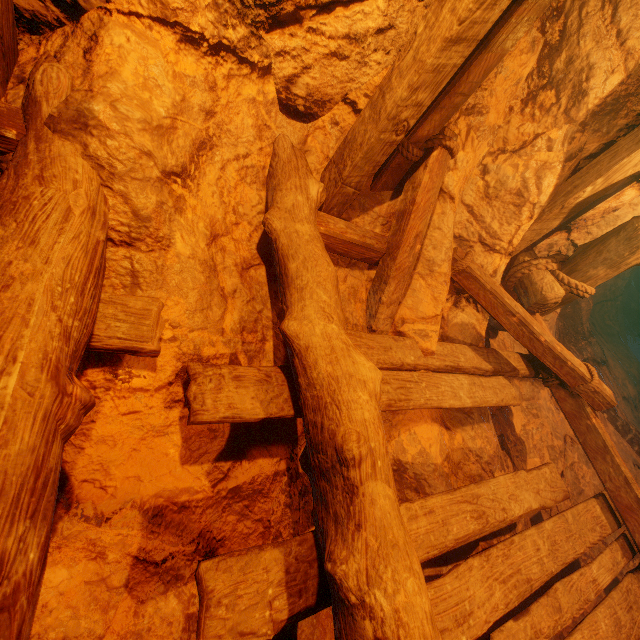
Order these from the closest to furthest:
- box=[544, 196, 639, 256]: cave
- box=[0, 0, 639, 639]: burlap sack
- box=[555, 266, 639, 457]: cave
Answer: box=[0, 0, 639, 639]: burlap sack < box=[544, 196, 639, 256]: cave < box=[555, 266, 639, 457]: cave

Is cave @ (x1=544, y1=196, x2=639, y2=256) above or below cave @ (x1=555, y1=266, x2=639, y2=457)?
above

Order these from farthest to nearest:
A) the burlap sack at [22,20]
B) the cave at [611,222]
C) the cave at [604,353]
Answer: the cave at [604,353] → the cave at [611,222] → the burlap sack at [22,20]

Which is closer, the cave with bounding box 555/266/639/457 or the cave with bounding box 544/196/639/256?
the cave with bounding box 544/196/639/256

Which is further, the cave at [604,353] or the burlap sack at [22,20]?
the cave at [604,353]

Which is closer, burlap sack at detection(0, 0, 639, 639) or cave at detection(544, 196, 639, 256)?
burlap sack at detection(0, 0, 639, 639)

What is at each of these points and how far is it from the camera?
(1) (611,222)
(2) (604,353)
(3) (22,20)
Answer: (1) cave, 3.53m
(2) cave, 5.33m
(3) burlap sack, 1.37m
